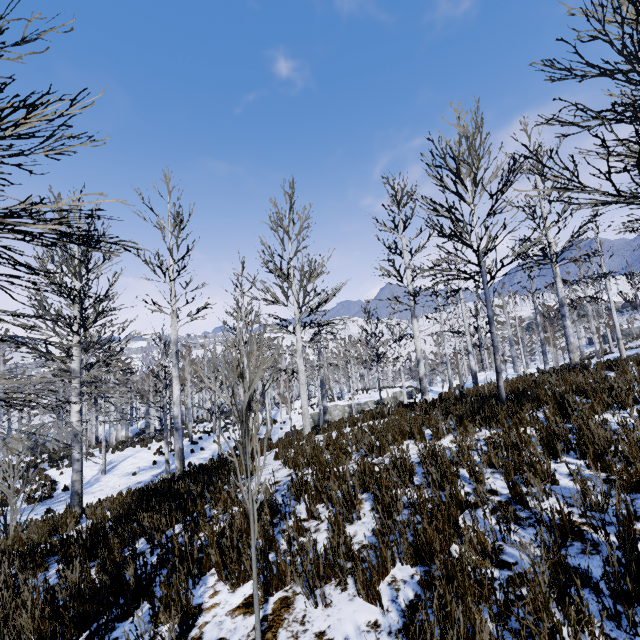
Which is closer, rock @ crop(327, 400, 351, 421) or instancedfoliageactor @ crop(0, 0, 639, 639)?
instancedfoliageactor @ crop(0, 0, 639, 639)

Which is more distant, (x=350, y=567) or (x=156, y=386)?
(x=156, y=386)

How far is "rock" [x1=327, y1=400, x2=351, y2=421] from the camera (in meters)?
30.83

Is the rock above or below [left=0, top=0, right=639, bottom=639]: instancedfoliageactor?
below

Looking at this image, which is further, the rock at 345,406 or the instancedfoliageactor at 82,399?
the rock at 345,406

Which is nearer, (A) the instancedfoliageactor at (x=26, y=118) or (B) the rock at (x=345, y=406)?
(A) the instancedfoliageactor at (x=26, y=118)

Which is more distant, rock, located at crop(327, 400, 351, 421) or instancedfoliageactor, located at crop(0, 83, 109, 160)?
rock, located at crop(327, 400, 351, 421)

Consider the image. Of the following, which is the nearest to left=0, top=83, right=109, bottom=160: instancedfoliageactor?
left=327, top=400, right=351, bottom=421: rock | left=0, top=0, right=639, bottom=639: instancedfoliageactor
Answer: left=0, top=0, right=639, bottom=639: instancedfoliageactor
